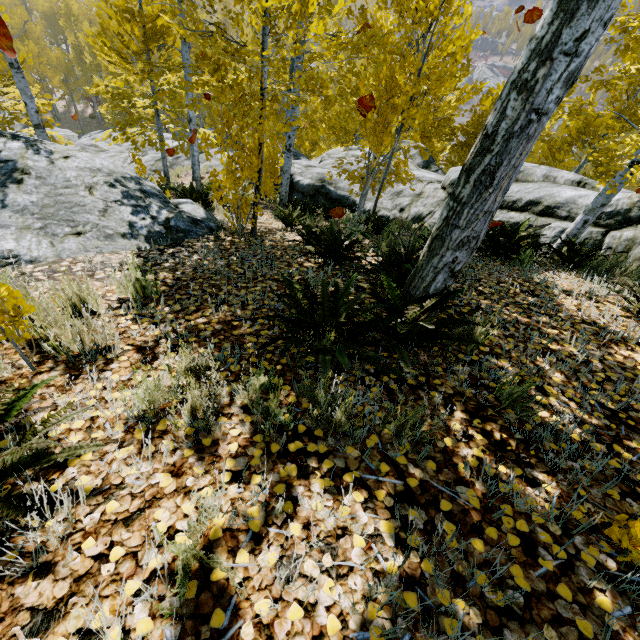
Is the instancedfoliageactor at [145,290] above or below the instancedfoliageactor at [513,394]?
below

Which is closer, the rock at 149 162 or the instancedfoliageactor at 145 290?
the instancedfoliageactor at 145 290

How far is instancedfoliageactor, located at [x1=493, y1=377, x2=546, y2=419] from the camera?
1.86m

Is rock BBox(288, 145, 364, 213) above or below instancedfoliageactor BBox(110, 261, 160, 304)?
below

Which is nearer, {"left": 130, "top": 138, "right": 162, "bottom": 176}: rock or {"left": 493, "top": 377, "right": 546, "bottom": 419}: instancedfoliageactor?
{"left": 493, "top": 377, "right": 546, "bottom": 419}: instancedfoliageactor

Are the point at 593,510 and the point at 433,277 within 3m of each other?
yes

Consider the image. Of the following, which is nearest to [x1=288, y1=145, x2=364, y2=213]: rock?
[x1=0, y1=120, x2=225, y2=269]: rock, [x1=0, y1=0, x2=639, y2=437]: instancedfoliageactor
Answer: [x1=0, y1=0, x2=639, y2=437]: instancedfoliageactor
